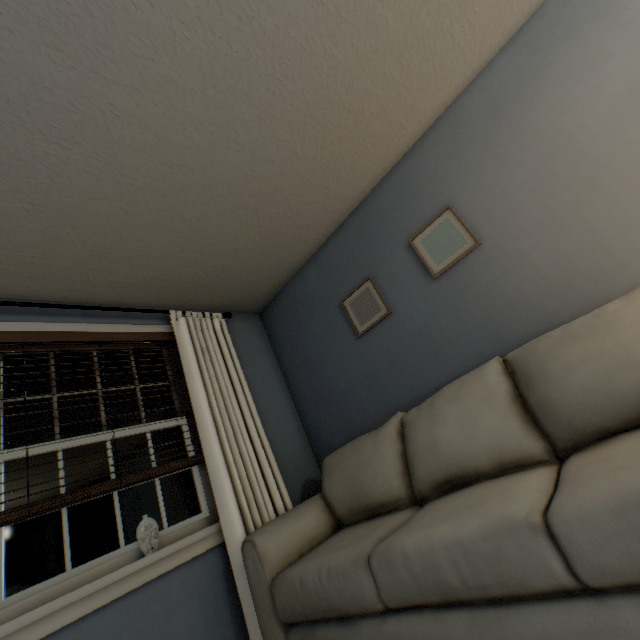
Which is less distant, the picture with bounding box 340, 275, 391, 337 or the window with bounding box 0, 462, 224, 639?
the window with bounding box 0, 462, 224, 639

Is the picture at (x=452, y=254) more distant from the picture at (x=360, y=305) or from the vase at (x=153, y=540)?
the vase at (x=153, y=540)

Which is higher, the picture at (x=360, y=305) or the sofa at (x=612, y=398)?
the picture at (x=360, y=305)

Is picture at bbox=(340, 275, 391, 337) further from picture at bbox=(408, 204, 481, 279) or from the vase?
the vase

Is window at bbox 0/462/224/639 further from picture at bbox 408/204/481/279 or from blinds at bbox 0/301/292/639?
picture at bbox 408/204/481/279

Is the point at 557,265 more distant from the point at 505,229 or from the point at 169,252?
the point at 169,252

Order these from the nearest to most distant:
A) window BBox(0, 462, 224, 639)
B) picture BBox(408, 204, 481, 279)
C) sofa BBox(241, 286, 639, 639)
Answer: sofa BBox(241, 286, 639, 639) → window BBox(0, 462, 224, 639) → picture BBox(408, 204, 481, 279)

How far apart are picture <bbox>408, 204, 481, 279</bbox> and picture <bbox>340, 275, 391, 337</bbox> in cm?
44
